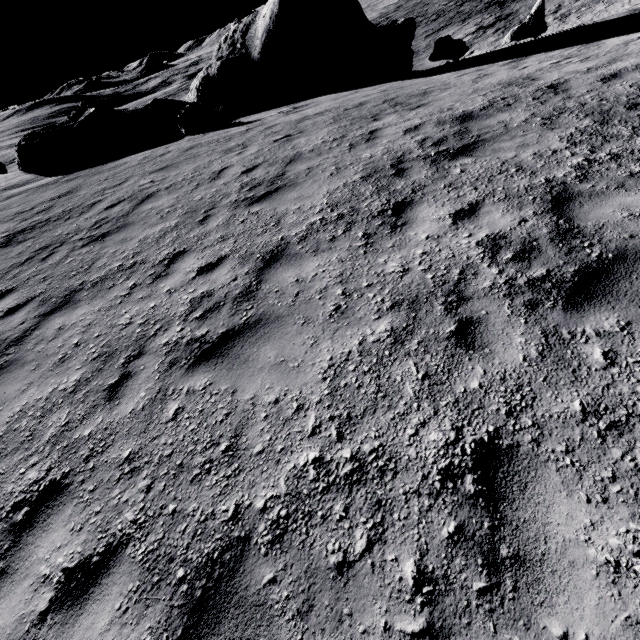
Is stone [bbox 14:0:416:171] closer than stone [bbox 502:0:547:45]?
No

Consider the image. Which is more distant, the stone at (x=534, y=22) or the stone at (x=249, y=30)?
the stone at (x=249, y=30)

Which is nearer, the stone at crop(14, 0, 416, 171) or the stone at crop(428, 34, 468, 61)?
the stone at crop(428, 34, 468, 61)

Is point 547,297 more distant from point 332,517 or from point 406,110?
point 406,110

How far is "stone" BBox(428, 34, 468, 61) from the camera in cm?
1568

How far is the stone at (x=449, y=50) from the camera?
15.7 meters
